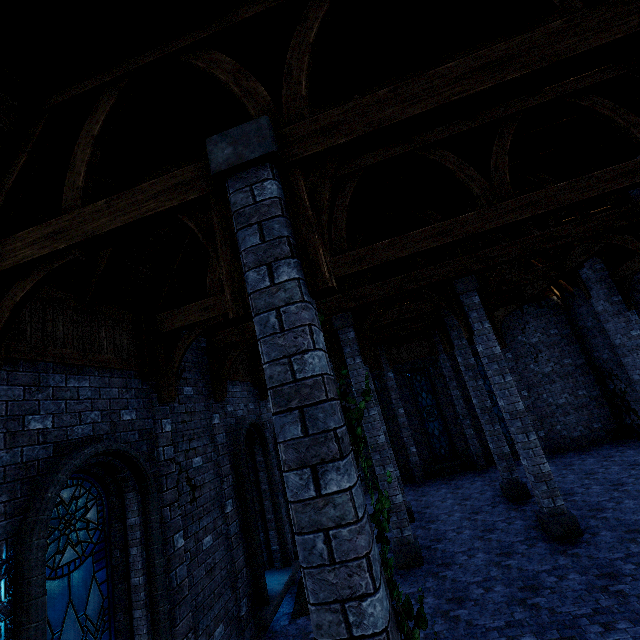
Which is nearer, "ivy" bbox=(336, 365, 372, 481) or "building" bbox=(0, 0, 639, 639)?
"ivy" bbox=(336, 365, 372, 481)

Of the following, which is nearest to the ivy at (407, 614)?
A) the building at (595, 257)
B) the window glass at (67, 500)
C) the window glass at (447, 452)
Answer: the building at (595, 257)

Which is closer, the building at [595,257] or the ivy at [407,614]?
the ivy at [407,614]

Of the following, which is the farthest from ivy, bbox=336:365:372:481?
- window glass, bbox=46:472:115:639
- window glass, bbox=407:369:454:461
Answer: window glass, bbox=407:369:454:461

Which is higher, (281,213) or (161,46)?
(161,46)

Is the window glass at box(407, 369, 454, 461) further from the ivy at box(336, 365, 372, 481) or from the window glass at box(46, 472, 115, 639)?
the ivy at box(336, 365, 372, 481)

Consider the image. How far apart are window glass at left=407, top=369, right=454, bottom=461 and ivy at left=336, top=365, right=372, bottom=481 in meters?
15.5 m

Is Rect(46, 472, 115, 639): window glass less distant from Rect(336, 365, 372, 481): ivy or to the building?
the building
